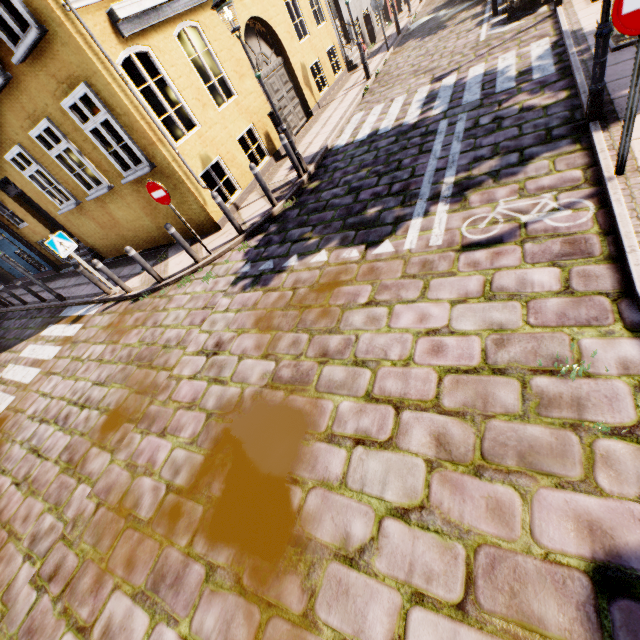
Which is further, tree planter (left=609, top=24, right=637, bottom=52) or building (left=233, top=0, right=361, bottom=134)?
building (left=233, top=0, right=361, bottom=134)

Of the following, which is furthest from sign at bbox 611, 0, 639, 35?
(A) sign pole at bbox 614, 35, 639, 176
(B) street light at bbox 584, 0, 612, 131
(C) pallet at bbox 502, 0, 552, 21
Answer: (C) pallet at bbox 502, 0, 552, 21

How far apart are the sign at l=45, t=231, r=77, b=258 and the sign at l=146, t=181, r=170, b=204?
2.98m

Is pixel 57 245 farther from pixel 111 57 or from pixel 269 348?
pixel 269 348

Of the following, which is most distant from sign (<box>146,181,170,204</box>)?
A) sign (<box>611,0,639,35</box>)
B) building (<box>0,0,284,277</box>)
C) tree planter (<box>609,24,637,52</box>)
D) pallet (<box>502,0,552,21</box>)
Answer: pallet (<box>502,0,552,21</box>)

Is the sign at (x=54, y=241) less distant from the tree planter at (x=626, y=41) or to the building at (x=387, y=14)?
the building at (x=387, y=14)

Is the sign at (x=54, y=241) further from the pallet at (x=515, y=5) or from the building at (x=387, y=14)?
the pallet at (x=515, y=5)

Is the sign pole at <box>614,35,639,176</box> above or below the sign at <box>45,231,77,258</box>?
below
